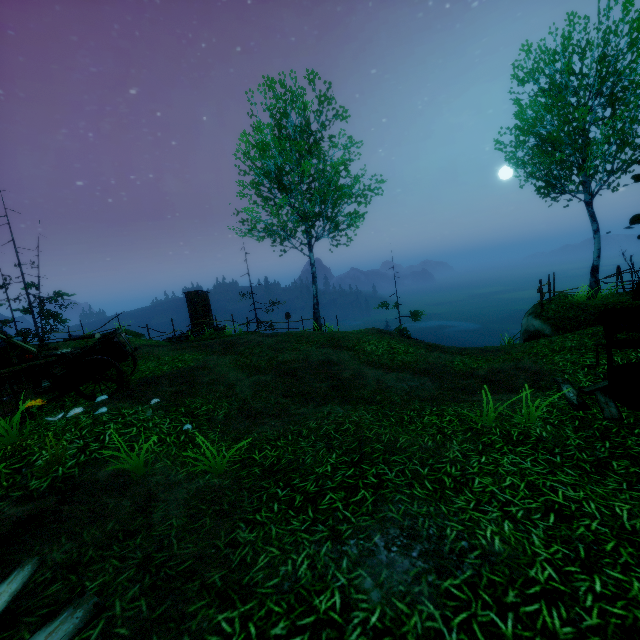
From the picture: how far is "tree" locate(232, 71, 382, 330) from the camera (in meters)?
14.76

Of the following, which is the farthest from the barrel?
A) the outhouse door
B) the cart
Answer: the outhouse door

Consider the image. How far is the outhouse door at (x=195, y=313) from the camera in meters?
21.9 m

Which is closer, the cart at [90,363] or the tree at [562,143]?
the cart at [90,363]

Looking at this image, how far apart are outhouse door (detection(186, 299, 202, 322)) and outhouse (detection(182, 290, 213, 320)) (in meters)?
0.01

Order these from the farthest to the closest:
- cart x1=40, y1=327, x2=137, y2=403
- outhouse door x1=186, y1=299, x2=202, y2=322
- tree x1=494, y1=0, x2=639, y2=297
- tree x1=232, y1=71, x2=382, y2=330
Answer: outhouse door x1=186, y1=299, x2=202, y2=322
tree x1=232, y1=71, x2=382, y2=330
tree x1=494, y1=0, x2=639, y2=297
cart x1=40, y1=327, x2=137, y2=403

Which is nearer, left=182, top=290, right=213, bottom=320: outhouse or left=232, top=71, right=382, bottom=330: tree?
left=232, top=71, right=382, bottom=330: tree

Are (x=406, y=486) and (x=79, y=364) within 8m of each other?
yes
